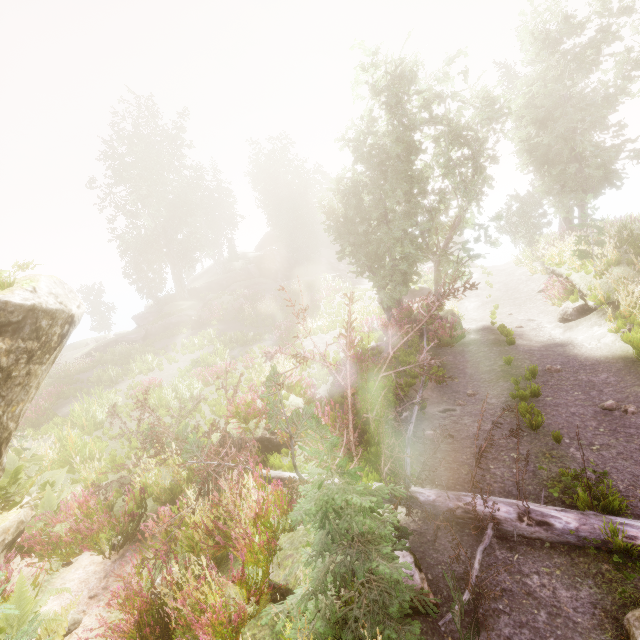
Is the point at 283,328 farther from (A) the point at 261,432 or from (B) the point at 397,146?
(A) the point at 261,432

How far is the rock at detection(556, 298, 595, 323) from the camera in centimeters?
1225cm

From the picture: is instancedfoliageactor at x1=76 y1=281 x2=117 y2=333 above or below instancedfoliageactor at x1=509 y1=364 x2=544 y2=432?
above

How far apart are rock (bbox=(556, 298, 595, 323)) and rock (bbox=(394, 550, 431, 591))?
12.0 meters

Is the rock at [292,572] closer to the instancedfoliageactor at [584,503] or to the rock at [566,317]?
the instancedfoliageactor at [584,503]

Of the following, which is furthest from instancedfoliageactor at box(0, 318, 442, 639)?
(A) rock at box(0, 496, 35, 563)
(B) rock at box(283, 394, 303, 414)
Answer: (B) rock at box(283, 394, 303, 414)

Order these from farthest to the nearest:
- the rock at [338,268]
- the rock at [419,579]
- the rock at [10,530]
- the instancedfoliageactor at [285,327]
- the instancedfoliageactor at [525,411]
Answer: the rock at [338,268], the instancedfoliageactor at [285,327], the instancedfoliageactor at [525,411], the rock at [10,530], the rock at [419,579]

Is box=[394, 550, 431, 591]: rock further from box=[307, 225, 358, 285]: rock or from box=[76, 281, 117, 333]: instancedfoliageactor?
box=[307, 225, 358, 285]: rock
